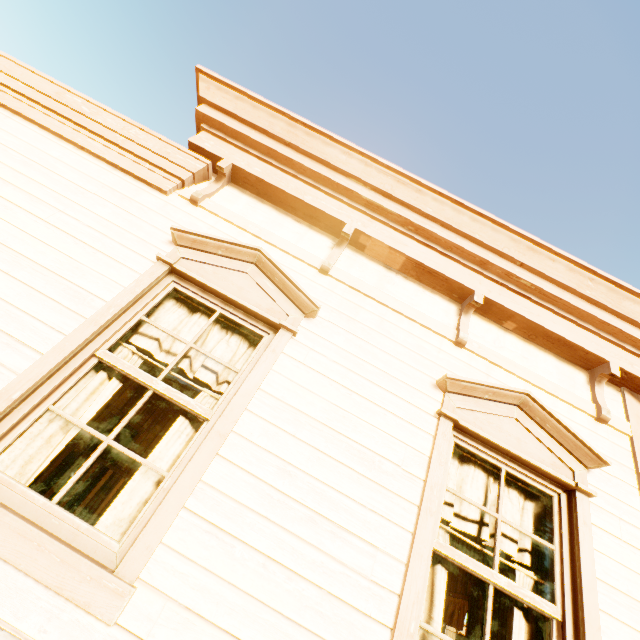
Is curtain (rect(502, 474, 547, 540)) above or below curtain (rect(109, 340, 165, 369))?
above

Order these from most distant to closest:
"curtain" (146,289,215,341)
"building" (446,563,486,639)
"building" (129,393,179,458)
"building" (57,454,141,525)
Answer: "building" (129,393,179,458)
"building" (446,563,486,639)
"building" (57,454,141,525)
"curtain" (146,289,215,341)

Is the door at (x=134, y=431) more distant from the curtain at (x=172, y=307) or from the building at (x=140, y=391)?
the curtain at (x=172, y=307)

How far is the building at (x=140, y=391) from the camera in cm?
802

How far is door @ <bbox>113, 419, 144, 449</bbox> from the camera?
8.42m

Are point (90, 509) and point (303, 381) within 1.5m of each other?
no

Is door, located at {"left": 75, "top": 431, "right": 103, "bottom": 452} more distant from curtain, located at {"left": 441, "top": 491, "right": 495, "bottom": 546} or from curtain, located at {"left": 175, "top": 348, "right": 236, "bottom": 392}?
curtain, located at {"left": 441, "top": 491, "right": 495, "bottom": 546}
